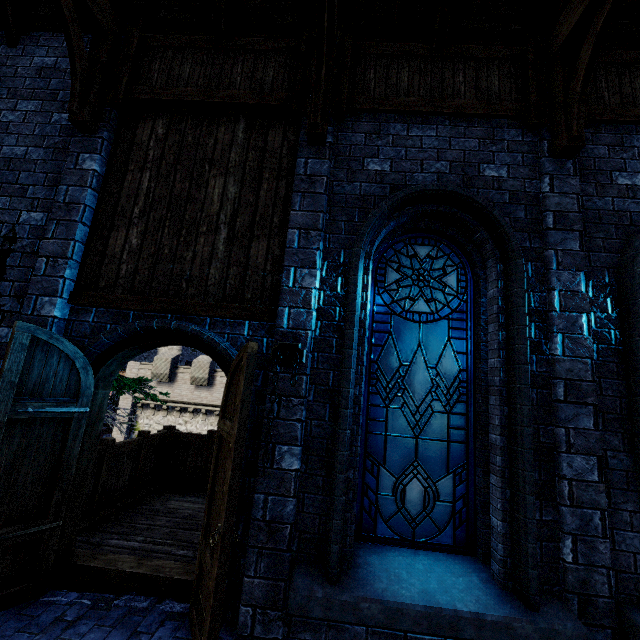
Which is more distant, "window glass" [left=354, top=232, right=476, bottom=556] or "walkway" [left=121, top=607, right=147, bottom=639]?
"window glass" [left=354, top=232, right=476, bottom=556]

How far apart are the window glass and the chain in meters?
0.8 m

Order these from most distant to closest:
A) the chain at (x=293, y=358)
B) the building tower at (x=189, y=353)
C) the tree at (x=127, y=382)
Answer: the building tower at (x=189, y=353) → the tree at (x=127, y=382) → the chain at (x=293, y=358)

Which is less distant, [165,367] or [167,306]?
[167,306]

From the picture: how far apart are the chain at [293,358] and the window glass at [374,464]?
0.80m

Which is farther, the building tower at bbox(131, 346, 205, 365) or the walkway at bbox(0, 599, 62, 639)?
the building tower at bbox(131, 346, 205, 365)

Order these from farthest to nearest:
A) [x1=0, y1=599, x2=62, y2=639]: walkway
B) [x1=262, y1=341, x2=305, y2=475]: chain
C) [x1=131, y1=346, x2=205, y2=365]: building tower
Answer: [x1=131, y1=346, x2=205, y2=365]: building tower
[x1=262, y1=341, x2=305, y2=475]: chain
[x1=0, y1=599, x2=62, y2=639]: walkway

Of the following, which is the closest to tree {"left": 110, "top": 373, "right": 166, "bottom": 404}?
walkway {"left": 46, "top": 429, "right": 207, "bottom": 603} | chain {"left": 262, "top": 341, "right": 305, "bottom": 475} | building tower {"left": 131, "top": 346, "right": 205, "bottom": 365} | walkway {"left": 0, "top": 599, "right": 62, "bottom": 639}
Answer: walkway {"left": 46, "top": 429, "right": 207, "bottom": 603}
